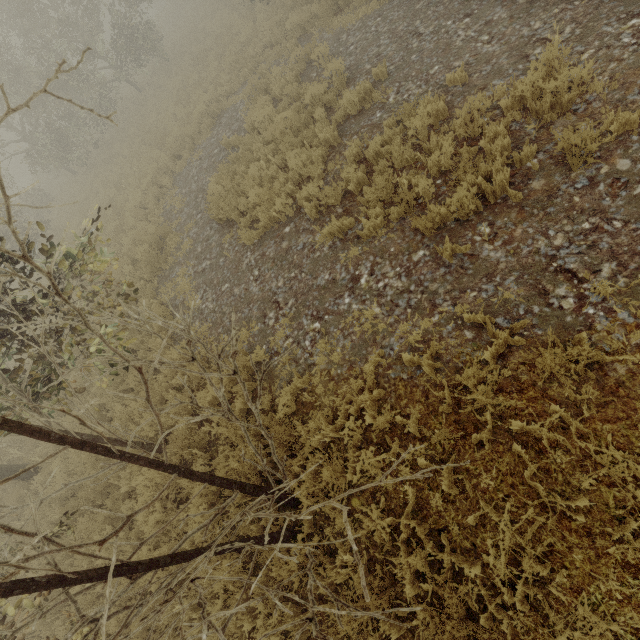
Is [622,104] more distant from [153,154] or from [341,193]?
[153,154]
